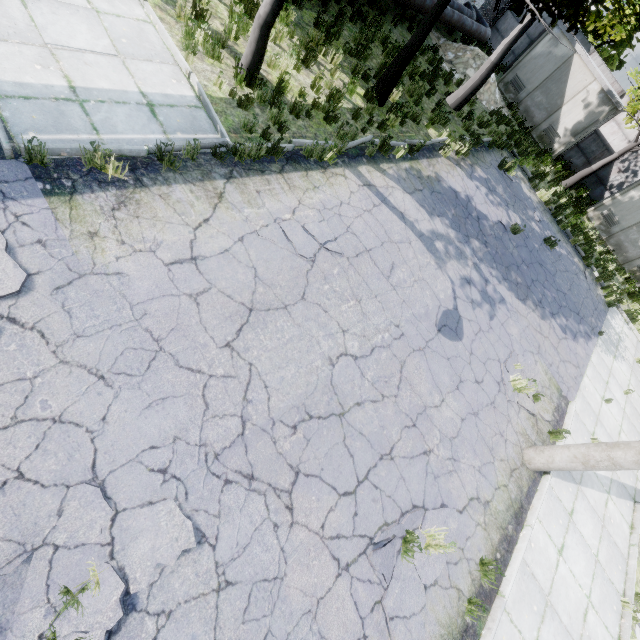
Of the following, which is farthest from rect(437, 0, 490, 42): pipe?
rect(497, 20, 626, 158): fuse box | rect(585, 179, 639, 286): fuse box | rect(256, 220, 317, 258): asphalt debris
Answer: rect(585, 179, 639, 286): fuse box

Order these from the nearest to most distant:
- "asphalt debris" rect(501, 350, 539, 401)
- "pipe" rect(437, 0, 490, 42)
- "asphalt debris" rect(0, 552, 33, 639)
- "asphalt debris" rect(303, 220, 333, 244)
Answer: "asphalt debris" rect(0, 552, 33, 639)
"asphalt debris" rect(303, 220, 333, 244)
"asphalt debris" rect(501, 350, 539, 401)
"pipe" rect(437, 0, 490, 42)

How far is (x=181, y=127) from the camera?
5.5m

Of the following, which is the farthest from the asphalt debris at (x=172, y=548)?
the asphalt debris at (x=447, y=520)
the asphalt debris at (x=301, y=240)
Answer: the asphalt debris at (x=301, y=240)

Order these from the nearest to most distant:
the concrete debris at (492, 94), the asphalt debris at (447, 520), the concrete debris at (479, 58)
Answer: the asphalt debris at (447, 520), the concrete debris at (479, 58), the concrete debris at (492, 94)

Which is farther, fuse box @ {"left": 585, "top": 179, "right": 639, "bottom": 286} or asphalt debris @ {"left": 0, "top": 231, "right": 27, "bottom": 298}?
fuse box @ {"left": 585, "top": 179, "right": 639, "bottom": 286}

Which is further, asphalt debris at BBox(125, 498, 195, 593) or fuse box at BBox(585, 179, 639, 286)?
fuse box at BBox(585, 179, 639, 286)

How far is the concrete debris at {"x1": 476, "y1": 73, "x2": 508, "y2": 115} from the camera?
15.6m
